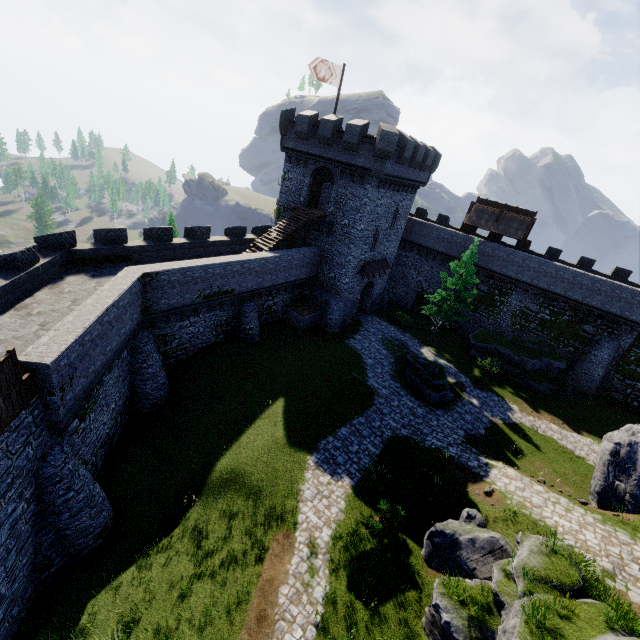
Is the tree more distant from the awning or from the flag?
the flag

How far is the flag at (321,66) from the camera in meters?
24.2

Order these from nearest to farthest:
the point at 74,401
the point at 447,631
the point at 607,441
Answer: the point at 447,631, the point at 74,401, the point at 607,441

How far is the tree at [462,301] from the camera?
28.7 meters

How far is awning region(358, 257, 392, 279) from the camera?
30.3m

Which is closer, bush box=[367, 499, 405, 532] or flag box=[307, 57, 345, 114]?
bush box=[367, 499, 405, 532]

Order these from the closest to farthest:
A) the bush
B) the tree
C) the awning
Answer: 1. the bush
2. the tree
3. the awning

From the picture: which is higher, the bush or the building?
the building
